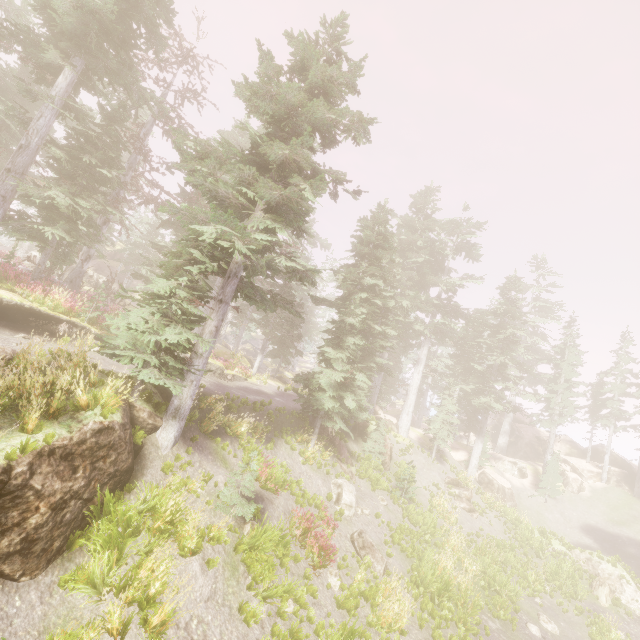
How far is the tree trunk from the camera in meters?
19.4

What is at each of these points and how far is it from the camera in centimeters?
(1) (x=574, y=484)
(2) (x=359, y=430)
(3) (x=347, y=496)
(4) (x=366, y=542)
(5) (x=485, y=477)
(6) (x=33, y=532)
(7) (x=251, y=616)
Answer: (1) rock, 3322cm
(2) rock, 2383cm
(3) rock, 1617cm
(4) rock, 1409cm
(5) rock, 2992cm
(6) rock, 607cm
(7) instancedfoliageactor, 789cm

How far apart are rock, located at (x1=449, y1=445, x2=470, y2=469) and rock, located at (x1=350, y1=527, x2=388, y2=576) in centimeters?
1949cm

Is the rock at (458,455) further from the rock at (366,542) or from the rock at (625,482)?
the rock at (366,542)

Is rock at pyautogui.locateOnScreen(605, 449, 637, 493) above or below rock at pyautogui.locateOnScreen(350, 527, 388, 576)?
above

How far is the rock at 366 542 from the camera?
13.37m

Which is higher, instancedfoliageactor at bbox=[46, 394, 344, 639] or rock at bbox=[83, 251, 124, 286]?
rock at bbox=[83, 251, 124, 286]

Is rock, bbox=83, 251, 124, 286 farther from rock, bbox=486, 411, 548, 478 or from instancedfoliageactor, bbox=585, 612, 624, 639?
rock, bbox=486, 411, 548, 478
